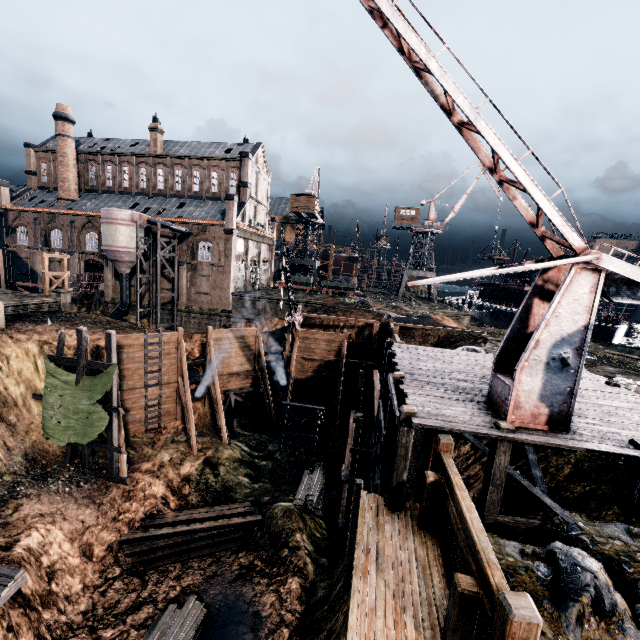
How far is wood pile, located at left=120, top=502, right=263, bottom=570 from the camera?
19.2m

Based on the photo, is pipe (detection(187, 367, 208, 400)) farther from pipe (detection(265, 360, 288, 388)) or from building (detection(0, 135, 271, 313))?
building (detection(0, 135, 271, 313))

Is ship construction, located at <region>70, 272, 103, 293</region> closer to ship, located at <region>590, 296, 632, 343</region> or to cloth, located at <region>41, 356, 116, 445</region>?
cloth, located at <region>41, 356, 116, 445</region>

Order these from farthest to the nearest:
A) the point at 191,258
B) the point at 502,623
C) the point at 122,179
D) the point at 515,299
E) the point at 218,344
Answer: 1. the point at 122,179
2. the point at 515,299
3. the point at 191,258
4. the point at 218,344
5. the point at 502,623

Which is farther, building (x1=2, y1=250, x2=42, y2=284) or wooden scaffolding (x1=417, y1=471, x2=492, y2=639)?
building (x1=2, y1=250, x2=42, y2=284)

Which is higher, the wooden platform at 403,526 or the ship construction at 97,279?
the ship construction at 97,279

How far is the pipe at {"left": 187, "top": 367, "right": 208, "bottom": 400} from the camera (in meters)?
26.50

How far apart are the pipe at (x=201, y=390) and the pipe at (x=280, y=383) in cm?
583
